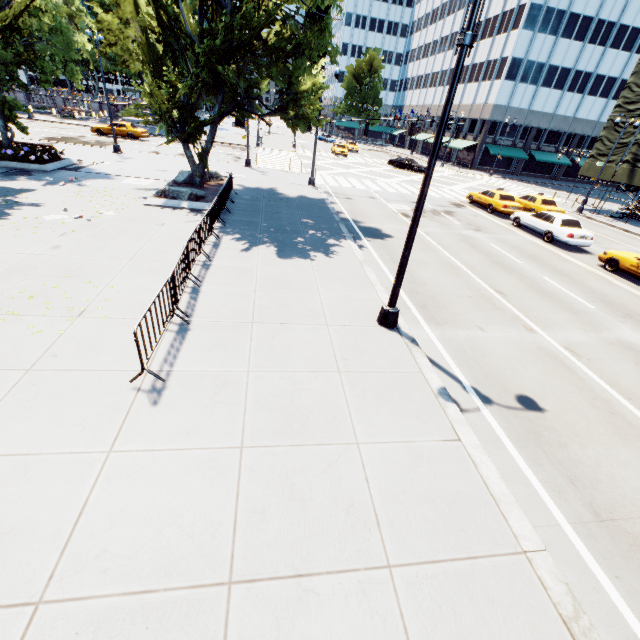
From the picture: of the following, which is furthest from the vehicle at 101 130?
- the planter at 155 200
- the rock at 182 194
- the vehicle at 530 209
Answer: the vehicle at 530 209

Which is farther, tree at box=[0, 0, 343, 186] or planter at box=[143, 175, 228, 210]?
planter at box=[143, 175, 228, 210]

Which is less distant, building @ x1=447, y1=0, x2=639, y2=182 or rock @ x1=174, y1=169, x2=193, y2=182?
rock @ x1=174, y1=169, x2=193, y2=182

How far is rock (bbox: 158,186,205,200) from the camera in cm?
1548

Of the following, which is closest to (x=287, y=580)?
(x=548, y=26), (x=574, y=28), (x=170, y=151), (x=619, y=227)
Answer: (x=619, y=227)

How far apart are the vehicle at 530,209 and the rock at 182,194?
19.2m

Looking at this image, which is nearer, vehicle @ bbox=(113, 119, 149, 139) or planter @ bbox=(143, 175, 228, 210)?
planter @ bbox=(143, 175, 228, 210)

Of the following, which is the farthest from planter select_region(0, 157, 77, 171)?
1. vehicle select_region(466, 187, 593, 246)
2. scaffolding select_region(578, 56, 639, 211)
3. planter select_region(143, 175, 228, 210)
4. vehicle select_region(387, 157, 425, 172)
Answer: scaffolding select_region(578, 56, 639, 211)
